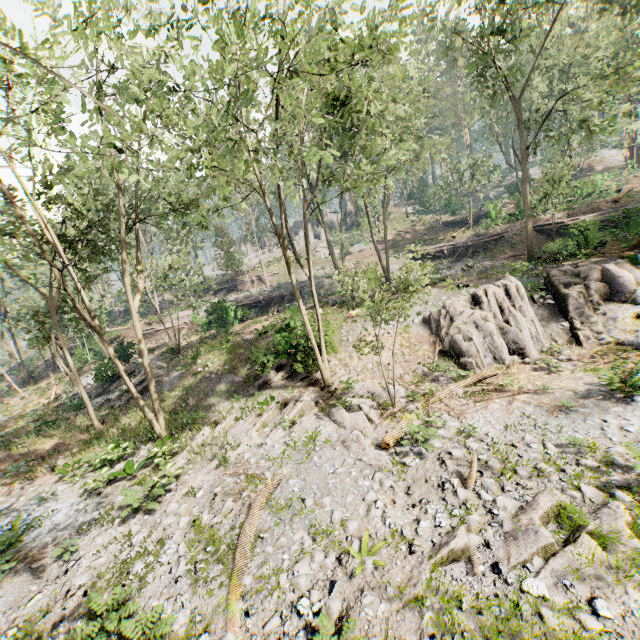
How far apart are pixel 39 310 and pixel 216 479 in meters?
16.6 m

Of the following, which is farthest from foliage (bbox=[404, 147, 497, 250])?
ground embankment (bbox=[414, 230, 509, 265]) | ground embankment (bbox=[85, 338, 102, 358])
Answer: ground embankment (bbox=[414, 230, 509, 265])

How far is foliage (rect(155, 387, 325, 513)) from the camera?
12.0 meters

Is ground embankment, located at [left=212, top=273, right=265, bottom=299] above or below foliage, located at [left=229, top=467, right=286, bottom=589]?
above

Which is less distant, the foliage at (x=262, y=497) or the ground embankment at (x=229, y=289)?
the foliage at (x=262, y=497)

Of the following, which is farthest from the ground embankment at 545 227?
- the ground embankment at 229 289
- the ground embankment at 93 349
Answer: the ground embankment at 93 349

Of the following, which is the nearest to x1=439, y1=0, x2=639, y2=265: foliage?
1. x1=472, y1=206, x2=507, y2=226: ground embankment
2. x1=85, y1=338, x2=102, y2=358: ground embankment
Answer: x1=85, y1=338, x2=102, y2=358: ground embankment
